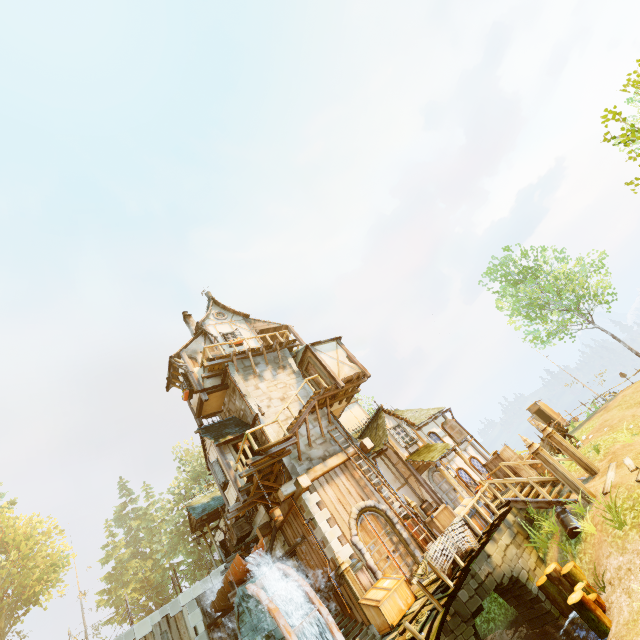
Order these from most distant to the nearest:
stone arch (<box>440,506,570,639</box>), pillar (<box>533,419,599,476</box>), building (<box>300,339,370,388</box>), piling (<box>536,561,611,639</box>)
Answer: building (<box>300,339,370,388</box>), pillar (<box>533,419,599,476</box>), stone arch (<box>440,506,570,639</box>), piling (<box>536,561,611,639</box>)

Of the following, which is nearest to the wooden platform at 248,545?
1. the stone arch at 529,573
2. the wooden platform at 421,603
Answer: the stone arch at 529,573

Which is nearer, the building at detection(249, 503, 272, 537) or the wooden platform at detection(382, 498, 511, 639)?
the wooden platform at detection(382, 498, 511, 639)

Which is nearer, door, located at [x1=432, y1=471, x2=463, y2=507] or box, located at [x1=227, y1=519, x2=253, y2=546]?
door, located at [x1=432, y1=471, x2=463, y2=507]

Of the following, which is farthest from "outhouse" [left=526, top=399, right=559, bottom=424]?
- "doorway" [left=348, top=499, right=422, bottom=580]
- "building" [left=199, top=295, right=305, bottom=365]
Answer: "doorway" [left=348, top=499, right=422, bottom=580]

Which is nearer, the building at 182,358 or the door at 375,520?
the door at 375,520

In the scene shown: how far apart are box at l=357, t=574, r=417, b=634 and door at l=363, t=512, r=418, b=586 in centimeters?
40cm

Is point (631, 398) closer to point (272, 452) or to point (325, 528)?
point (325, 528)
